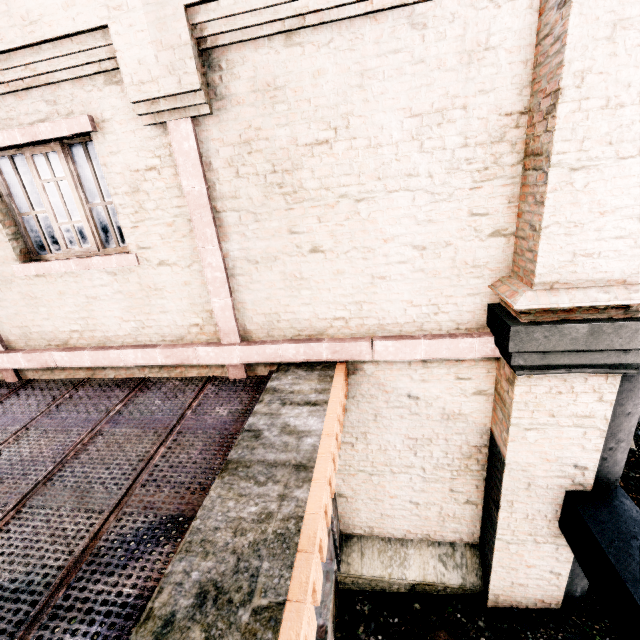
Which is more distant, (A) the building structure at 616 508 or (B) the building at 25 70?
(A) the building structure at 616 508

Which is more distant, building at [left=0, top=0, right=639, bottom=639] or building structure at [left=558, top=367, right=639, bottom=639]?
building structure at [left=558, top=367, right=639, bottom=639]

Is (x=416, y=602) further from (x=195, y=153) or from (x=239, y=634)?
(x=195, y=153)
